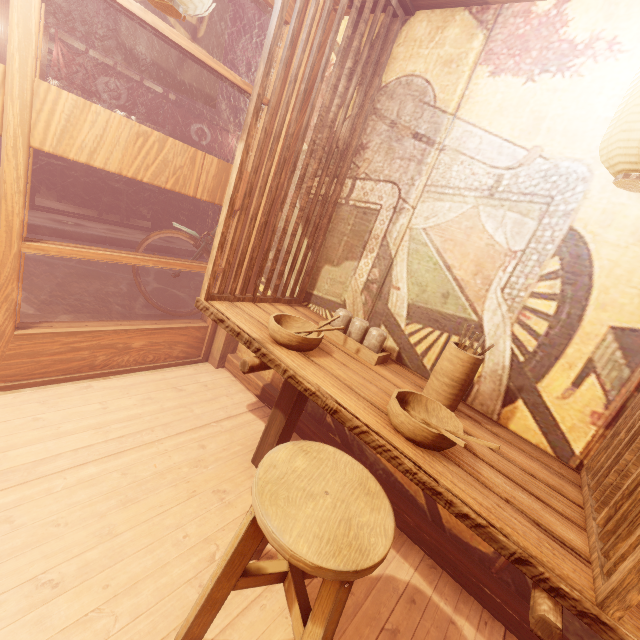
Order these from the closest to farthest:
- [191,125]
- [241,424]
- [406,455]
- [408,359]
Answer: [406,455] → [408,359] → [241,424] → [191,125]

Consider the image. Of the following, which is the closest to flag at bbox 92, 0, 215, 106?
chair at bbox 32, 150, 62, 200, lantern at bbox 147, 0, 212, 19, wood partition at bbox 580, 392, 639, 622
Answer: lantern at bbox 147, 0, 212, 19

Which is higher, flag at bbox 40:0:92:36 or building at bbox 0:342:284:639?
flag at bbox 40:0:92:36

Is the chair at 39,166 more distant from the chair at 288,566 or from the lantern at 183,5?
the chair at 288,566

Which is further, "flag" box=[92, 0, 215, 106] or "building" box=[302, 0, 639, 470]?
"flag" box=[92, 0, 215, 106]

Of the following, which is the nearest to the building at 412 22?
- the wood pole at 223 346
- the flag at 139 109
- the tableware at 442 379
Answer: the wood pole at 223 346

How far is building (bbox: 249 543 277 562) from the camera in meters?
2.7

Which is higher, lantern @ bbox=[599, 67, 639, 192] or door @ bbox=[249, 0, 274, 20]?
door @ bbox=[249, 0, 274, 20]
